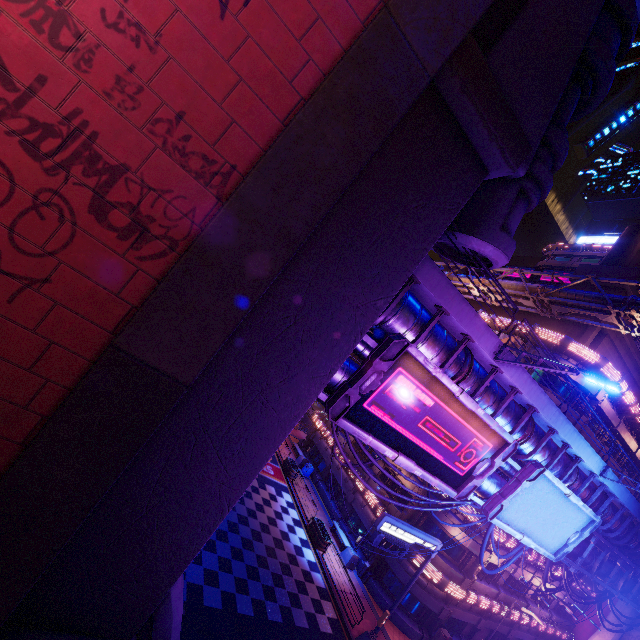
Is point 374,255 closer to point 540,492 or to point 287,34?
point 287,34

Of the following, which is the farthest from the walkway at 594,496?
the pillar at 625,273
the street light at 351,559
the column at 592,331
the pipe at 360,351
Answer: the pillar at 625,273

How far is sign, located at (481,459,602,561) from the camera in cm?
1264

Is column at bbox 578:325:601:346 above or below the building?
above

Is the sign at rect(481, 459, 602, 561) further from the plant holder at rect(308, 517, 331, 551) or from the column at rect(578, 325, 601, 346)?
the plant holder at rect(308, 517, 331, 551)

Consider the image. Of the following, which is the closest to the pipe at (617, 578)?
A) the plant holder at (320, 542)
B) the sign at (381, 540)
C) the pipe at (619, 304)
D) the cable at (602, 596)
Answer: the cable at (602, 596)

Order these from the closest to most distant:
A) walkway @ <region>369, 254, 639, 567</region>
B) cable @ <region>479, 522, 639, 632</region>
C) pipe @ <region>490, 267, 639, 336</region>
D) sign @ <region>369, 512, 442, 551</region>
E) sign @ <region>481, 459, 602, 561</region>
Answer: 1. walkway @ <region>369, 254, 639, 567</region>
2. sign @ <region>481, 459, 602, 561</region>
3. sign @ <region>369, 512, 442, 551</region>
4. cable @ <region>479, 522, 639, 632</region>
5. pipe @ <region>490, 267, 639, 336</region>

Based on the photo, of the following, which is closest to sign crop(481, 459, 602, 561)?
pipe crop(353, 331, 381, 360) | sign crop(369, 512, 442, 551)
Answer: pipe crop(353, 331, 381, 360)
